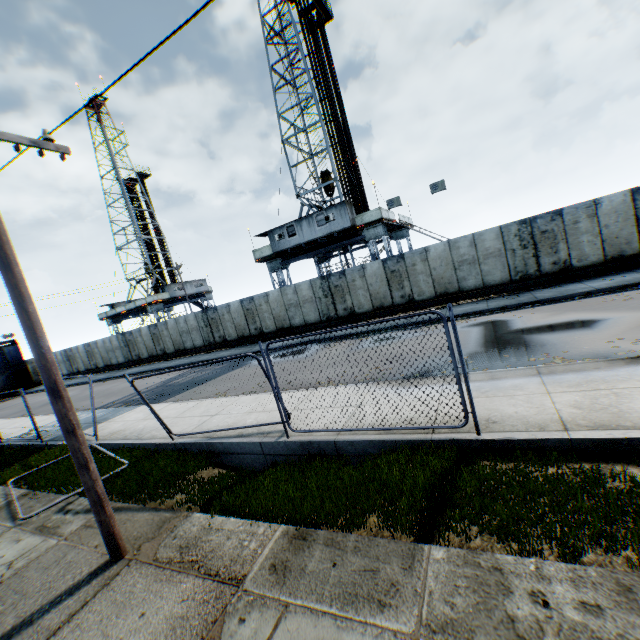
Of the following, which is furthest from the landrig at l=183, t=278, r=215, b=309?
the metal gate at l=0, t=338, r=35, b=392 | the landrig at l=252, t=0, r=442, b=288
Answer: the landrig at l=252, t=0, r=442, b=288

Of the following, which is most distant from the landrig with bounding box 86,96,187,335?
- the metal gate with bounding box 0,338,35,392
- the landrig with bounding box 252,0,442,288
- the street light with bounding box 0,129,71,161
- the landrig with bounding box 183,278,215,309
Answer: the street light with bounding box 0,129,71,161

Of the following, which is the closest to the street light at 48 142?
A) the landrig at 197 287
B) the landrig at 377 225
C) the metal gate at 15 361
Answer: the landrig at 377 225

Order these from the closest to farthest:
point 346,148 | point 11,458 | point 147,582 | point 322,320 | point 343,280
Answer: point 147,582, point 11,458, point 343,280, point 322,320, point 346,148

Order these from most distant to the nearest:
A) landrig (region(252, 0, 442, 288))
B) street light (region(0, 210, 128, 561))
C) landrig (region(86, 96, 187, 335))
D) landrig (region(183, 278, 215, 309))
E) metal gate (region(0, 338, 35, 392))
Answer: landrig (region(183, 278, 215, 309)) < landrig (region(86, 96, 187, 335)) < metal gate (region(0, 338, 35, 392)) < landrig (region(252, 0, 442, 288)) < street light (region(0, 210, 128, 561))

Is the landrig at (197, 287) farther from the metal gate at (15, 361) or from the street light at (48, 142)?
the street light at (48, 142)

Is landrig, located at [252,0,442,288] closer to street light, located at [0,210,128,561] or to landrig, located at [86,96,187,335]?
street light, located at [0,210,128,561]

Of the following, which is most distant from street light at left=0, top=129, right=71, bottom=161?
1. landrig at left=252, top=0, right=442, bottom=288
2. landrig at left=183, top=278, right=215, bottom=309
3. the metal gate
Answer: the metal gate
